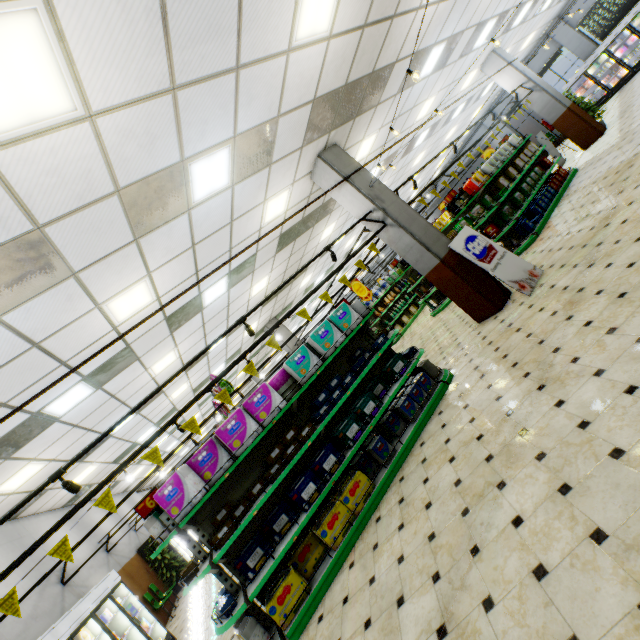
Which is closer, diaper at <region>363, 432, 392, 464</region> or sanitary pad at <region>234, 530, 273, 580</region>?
sanitary pad at <region>234, 530, 273, 580</region>

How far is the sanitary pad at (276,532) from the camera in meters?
4.4 m

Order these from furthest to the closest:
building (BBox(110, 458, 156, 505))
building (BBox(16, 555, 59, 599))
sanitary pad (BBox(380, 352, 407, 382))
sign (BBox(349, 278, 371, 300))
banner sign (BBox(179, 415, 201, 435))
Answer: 1. building (BBox(110, 458, 156, 505))
2. sign (BBox(349, 278, 371, 300))
3. building (BBox(16, 555, 59, 599))
4. sanitary pad (BBox(380, 352, 407, 382))
5. banner sign (BBox(179, 415, 201, 435))

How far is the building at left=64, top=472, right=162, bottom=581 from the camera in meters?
8.7 m

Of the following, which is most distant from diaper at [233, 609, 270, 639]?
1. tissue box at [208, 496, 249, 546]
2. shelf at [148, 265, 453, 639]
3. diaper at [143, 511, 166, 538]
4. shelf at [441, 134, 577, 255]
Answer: shelf at [441, 134, 577, 255]

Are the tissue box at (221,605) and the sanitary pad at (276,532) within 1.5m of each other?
yes

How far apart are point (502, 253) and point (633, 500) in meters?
5.2

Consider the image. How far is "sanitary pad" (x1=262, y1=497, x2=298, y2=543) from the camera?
4.4m
